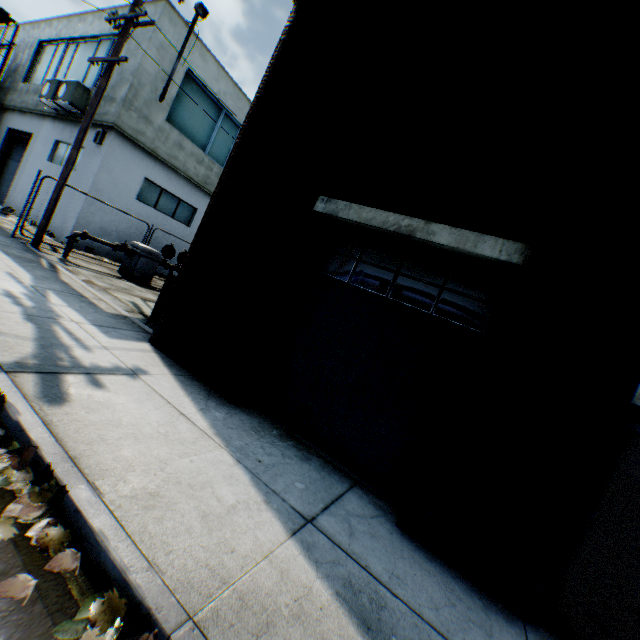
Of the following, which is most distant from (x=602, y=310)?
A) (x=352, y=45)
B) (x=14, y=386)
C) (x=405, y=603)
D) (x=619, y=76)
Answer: (x=14, y=386)

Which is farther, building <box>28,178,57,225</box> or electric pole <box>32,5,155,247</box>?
building <box>28,178,57,225</box>

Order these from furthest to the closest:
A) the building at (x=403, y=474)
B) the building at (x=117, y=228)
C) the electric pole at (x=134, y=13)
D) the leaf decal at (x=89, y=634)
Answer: the building at (x=117, y=228) < the electric pole at (x=134, y=13) < the building at (x=403, y=474) < the leaf decal at (x=89, y=634)

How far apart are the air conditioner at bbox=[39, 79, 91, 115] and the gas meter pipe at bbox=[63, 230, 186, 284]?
5.77m

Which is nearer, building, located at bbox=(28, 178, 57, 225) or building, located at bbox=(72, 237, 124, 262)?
building, located at bbox=(72, 237, 124, 262)

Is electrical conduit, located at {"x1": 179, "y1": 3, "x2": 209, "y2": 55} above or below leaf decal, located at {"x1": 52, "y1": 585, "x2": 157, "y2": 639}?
above

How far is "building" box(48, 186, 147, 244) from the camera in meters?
12.5 m

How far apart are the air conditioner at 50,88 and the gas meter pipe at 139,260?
5.8m
